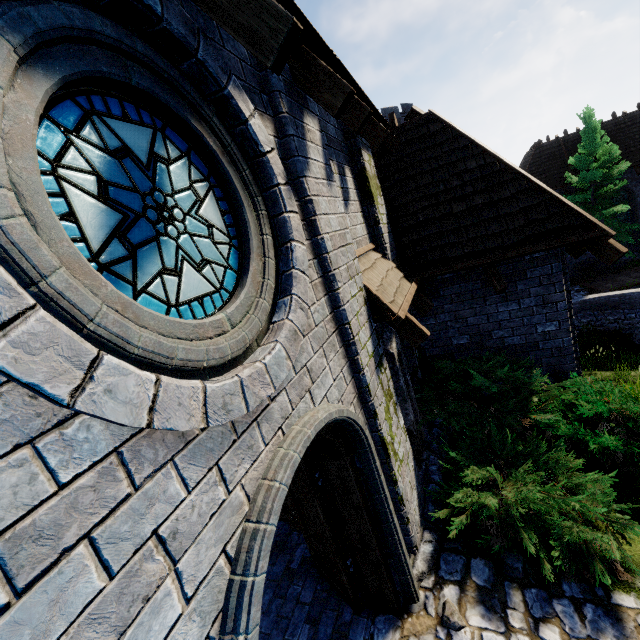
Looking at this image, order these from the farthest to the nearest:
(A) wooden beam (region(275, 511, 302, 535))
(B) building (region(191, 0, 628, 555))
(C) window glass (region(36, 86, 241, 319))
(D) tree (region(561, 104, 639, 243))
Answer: (D) tree (region(561, 104, 639, 243)) < (A) wooden beam (region(275, 511, 302, 535)) < (B) building (region(191, 0, 628, 555)) < (C) window glass (region(36, 86, 241, 319))

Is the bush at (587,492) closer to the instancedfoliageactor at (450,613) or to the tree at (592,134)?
the instancedfoliageactor at (450,613)

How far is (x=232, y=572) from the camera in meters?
1.5

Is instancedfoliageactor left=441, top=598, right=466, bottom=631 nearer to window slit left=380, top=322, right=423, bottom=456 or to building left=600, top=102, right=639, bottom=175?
window slit left=380, top=322, right=423, bottom=456

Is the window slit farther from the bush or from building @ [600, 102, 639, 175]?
building @ [600, 102, 639, 175]

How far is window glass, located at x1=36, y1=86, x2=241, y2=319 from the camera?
1.5 meters

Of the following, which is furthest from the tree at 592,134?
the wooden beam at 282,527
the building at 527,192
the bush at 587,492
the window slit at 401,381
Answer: the wooden beam at 282,527

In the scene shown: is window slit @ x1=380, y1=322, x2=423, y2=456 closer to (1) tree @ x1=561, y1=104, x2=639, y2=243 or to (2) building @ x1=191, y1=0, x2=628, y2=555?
(2) building @ x1=191, y1=0, x2=628, y2=555
